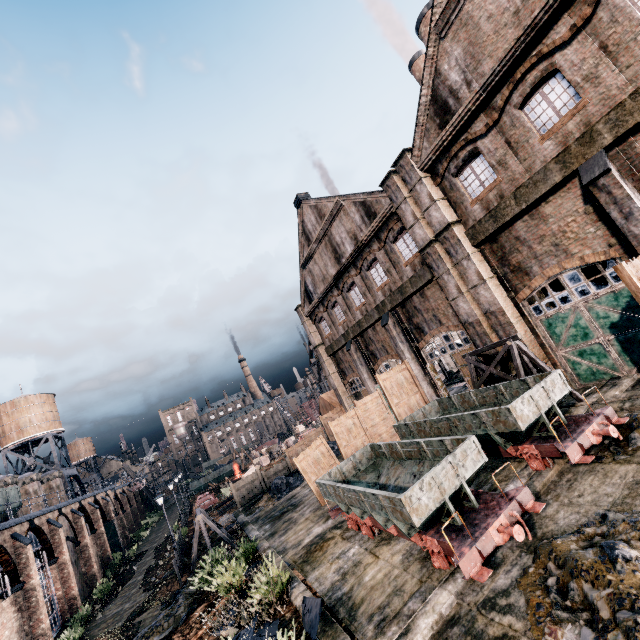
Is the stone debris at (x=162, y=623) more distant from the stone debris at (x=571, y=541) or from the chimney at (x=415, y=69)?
the chimney at (x=415, y=69)

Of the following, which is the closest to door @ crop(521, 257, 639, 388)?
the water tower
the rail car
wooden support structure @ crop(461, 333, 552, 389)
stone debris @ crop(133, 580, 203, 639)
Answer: wooden support structure @ crop(461, 333, 552, 389)

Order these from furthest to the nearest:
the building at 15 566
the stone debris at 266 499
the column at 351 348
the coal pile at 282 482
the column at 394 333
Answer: the column at 351 348 → the coal pile at 282 482 → the stone debris at 266 499 → the column at 394 333 → the building at 15 566

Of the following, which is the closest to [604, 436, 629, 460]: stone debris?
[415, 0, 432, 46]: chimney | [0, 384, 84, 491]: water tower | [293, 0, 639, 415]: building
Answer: [293, 0, 639, 415]: building

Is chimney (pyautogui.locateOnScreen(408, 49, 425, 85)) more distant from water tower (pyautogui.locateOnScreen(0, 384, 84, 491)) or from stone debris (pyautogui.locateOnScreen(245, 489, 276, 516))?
water tower (pyautogui.locateOnScreen(0, 384, 84, 491))

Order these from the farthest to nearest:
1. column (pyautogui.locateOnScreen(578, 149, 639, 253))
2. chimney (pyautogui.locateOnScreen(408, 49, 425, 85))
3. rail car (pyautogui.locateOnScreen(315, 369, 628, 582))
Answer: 1. chimney (pyautogui.locateOnScreen(408, 49, 425, 85))
2. column (pyautogui.locateOnScreen(578, 149, 639, 253))
3. rail car (pyautogui.locateOnScreen(315, 369, 628, 582))

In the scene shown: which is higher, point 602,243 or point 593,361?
point 602,243

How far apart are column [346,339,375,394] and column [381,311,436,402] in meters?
5.7 m
